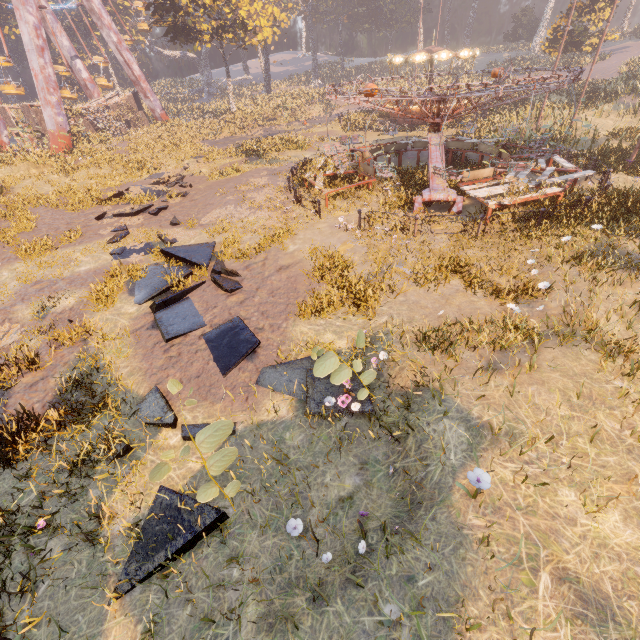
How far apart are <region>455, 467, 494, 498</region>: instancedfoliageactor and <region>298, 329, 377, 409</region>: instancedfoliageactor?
2.09m

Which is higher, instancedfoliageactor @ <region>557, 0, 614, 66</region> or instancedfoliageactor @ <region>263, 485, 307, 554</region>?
instancedfoliageactor @ <region>557, 0, 614, 66</region>

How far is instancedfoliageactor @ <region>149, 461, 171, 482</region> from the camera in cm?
333

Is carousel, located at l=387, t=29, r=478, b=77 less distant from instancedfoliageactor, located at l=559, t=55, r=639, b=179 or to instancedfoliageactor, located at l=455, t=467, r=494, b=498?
instancedfoliageactor, located at l=559, t=55, r=639, b=179

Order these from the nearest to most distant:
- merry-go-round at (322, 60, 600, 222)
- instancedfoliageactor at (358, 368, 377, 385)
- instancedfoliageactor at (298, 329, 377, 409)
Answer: instancedfoliageactor at (298, 329, 377, 409), instancedfoliageactor at (358, 368, 377, 385), merry-go-round at (322, 60, 600, 222)

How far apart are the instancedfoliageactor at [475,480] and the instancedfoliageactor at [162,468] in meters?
→ 2.8

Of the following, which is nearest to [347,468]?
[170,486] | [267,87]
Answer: [170,486]

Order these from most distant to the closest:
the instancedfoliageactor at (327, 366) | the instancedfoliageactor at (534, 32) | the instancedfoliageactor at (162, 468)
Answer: the instancedfoliageactor at (534, 32)
the instancedfoliageactor at (327, 366)
the instancedfoliageactor at (162, 468)
